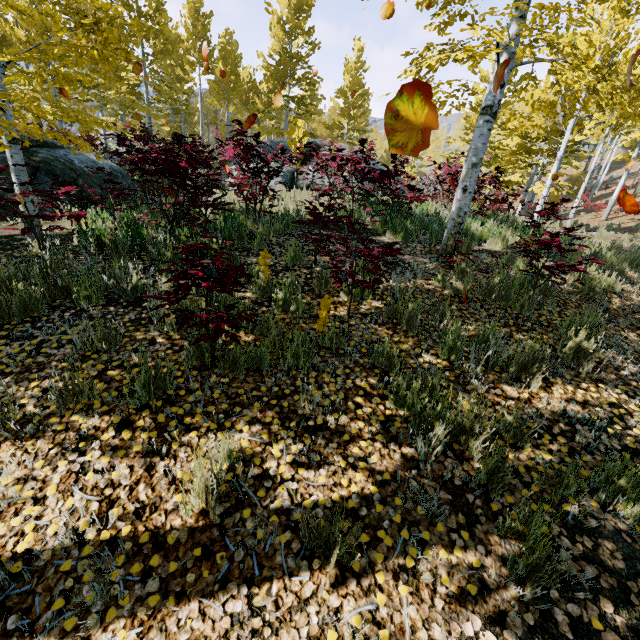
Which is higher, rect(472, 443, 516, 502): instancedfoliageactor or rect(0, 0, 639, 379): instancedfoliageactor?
rect(0, 0, 639, 379): instancedfoliageactor

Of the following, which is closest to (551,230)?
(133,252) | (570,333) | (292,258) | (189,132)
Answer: (570,333)

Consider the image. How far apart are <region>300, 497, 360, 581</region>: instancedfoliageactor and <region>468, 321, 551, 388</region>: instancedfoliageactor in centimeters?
228cm

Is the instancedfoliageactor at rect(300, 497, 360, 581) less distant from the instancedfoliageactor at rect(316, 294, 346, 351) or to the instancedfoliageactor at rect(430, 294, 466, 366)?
the instancedfoliageactor at rect(316, 294, 346, 351)

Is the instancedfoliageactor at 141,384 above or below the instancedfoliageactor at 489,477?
above

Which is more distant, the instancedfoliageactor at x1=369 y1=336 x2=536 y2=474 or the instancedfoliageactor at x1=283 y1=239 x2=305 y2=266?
the instancedfoliageactor at x1=283 y1=239 x2=305 y2=266

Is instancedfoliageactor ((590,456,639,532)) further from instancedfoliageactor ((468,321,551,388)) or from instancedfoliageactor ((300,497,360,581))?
instancedfoliageactor ((300,497,360,581))

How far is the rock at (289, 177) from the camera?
10.2 meters
